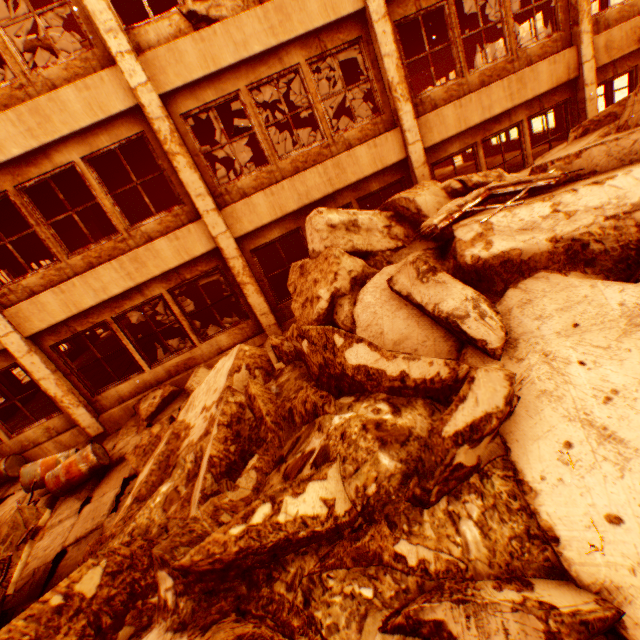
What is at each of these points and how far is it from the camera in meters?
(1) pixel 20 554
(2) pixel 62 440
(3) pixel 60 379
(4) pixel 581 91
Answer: (1) floor rubble, 3.6 m
(2) wall corner piece, 7.9 m
(3) pillar, 7.4 m
(4) pillar, 8.2 m

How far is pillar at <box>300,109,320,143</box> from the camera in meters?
13.3

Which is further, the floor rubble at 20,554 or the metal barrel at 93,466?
the metal barrel at 93,466

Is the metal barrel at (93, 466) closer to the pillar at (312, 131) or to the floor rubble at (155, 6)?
the floor rubble at (155, 6)

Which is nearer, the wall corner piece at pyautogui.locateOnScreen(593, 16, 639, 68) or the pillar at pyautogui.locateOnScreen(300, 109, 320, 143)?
the wall corner piece at pyautogui.locateOnScreen(593, 16, 639, 68)

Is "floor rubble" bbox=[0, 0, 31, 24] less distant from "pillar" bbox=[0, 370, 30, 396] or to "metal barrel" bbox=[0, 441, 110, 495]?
"pillar" bbox=[0, 370, 30, 396]

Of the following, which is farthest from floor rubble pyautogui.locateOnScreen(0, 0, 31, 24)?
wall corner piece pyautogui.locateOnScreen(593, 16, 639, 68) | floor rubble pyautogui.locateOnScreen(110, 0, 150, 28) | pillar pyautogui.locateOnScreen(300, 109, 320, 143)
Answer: wall corner piece pyautogui.locateOnScreen(593, 16, 639, 68)

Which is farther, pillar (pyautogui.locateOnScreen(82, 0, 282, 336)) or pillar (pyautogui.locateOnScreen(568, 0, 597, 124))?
pillar (pyautogui.locateOnScreen(568, 0, 597, 124))
